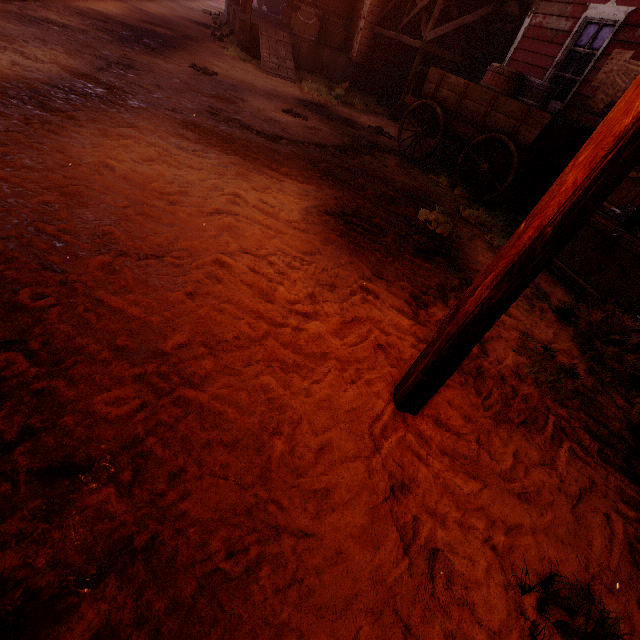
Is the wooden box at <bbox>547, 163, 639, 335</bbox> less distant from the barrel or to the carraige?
the carraige

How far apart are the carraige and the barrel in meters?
0.0

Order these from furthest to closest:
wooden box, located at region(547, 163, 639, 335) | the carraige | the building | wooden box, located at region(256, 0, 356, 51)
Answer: wooden box, located at region(256, 0, 356, 51) < the building < the carraige < wooden box, located at region(547, 163, 639, 335)

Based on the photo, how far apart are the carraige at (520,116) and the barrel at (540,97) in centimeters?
2cm

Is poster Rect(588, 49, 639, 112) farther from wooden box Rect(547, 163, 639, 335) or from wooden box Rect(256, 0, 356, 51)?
wooden box Rect(256, 0, 356, 51)

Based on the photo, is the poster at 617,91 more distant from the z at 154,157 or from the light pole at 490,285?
the light pole at 490,285

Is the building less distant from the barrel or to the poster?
the poster

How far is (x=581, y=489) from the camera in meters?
2.2
